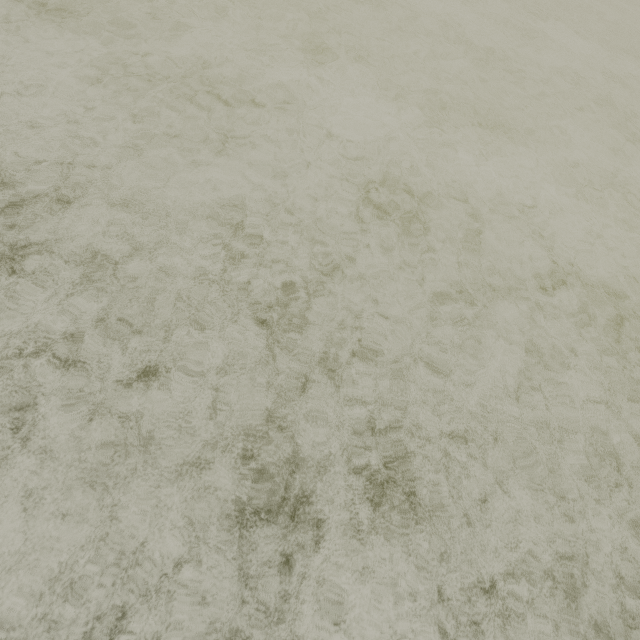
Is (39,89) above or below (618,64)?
above
